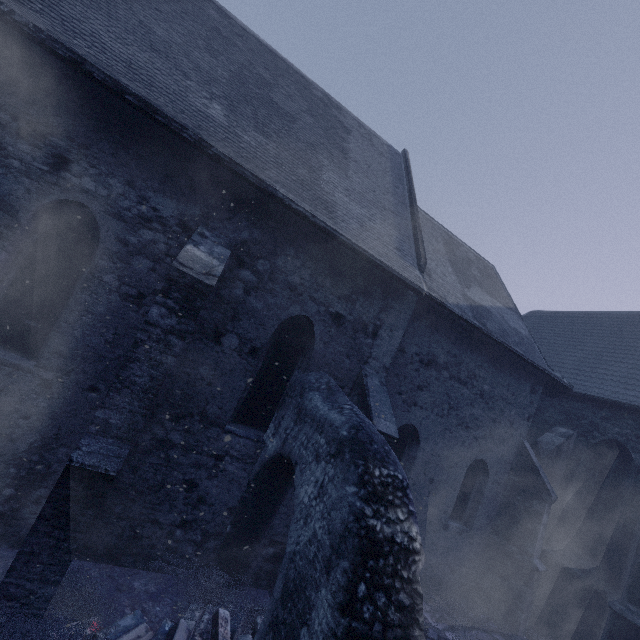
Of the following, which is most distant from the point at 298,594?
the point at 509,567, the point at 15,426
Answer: the point at 509,567

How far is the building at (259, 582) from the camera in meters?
6.5 m

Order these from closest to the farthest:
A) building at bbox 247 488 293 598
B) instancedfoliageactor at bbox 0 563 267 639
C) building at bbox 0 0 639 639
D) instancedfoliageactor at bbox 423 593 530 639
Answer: instancedfoliageactor at bbox 0 563 267 639 < building at bbox 0 0 639 639 < building at bbox 247 488 293 598 < instancedfoliageactor at bbox 423 593 530 639

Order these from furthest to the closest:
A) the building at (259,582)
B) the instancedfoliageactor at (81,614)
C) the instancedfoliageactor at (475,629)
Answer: the instancedfoliageactor at (475,629)
the building at (259,582)
the instancedfoliageactor at (81,614)

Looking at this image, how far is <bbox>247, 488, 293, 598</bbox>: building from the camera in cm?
648

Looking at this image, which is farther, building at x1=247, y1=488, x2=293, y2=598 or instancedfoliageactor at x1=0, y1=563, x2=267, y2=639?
building at x1=247, y1=488, x2=293, y2=598
